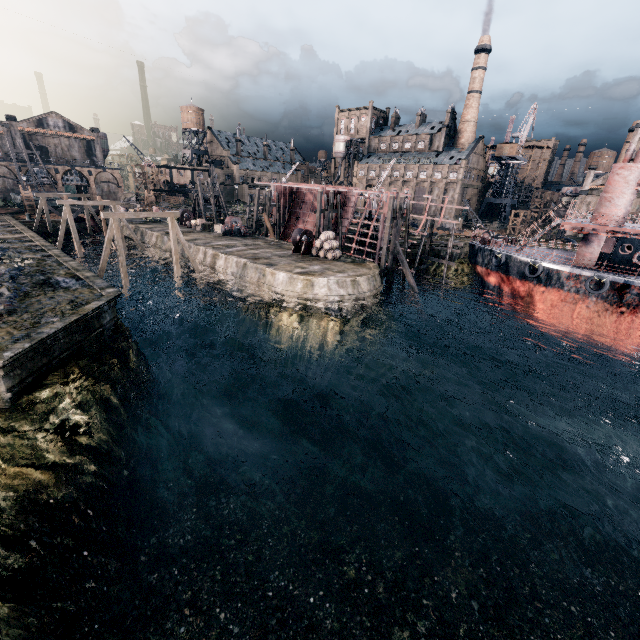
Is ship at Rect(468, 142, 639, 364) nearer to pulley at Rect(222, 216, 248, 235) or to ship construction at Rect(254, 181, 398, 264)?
ship construction at Rect(254, 181, 398, 264)

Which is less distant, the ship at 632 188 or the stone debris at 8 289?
the stone debris at 8 289

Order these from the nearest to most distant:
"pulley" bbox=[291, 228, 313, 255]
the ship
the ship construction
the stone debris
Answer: the stone debris, the ship, "pulley" bbox=[291, 228, 313, 255], the ship construction

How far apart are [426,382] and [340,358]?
7.0m

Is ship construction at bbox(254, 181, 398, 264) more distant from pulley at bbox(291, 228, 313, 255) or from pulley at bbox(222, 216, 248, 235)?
pulley at bbox(291, 228, 313, 255)

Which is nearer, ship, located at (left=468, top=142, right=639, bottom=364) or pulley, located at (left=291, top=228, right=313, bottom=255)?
ship, located at (left=468, top=142, right=639, bottom=364)

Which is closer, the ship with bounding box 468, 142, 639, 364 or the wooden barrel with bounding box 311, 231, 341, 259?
the ship with bounding box 468, 142, 639, 364

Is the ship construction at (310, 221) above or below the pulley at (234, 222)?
above
